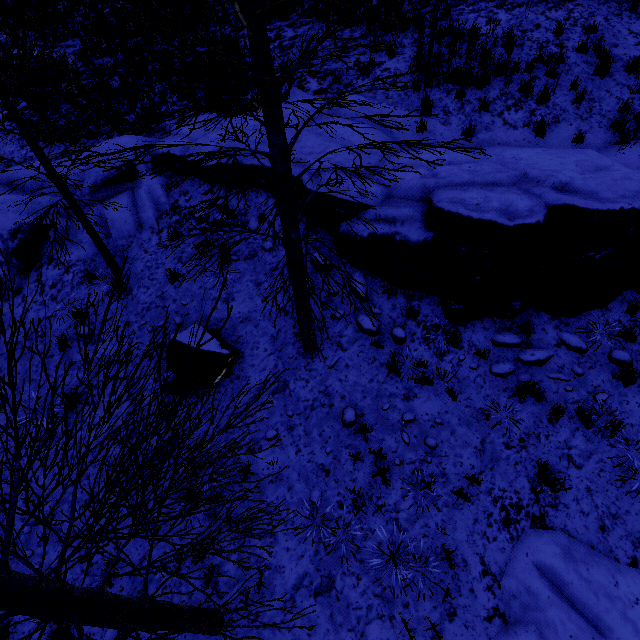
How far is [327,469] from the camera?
5.62m

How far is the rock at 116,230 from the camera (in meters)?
8.02

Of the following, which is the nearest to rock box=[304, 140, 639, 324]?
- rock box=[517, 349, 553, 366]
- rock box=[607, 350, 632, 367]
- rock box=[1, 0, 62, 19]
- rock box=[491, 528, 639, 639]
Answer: rock box=[517, 349, 553, 366]

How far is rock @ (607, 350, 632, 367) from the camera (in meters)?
5.65

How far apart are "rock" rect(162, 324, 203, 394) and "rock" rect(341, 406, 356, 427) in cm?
230

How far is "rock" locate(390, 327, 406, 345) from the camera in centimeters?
634cm

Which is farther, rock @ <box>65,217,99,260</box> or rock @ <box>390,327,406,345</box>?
rock @ <box>65,217,99,260</box>
